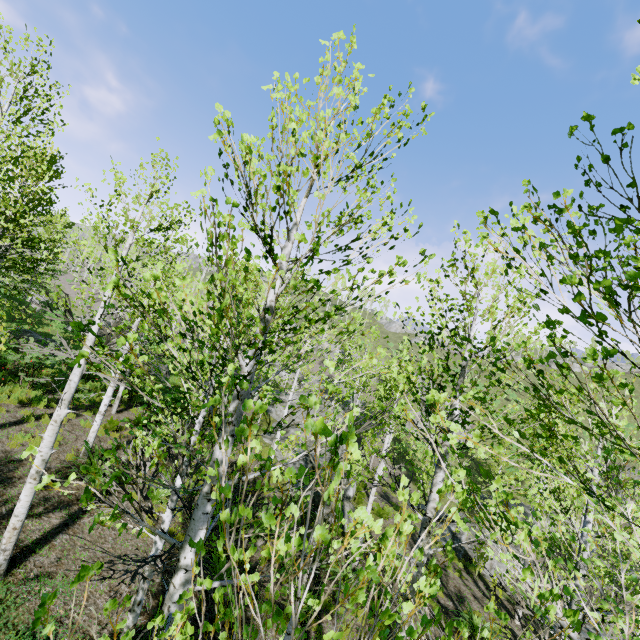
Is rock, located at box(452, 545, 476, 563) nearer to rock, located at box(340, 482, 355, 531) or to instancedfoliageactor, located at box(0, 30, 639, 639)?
instancedfoliageactor, located at box(0, 30, 639, 639)

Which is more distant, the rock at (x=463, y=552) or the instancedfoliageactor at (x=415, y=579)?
the rock at (x=463, y=552)

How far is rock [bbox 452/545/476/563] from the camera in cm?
1650

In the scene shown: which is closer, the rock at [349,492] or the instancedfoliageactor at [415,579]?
the instancedfoliageactor at [415,579]

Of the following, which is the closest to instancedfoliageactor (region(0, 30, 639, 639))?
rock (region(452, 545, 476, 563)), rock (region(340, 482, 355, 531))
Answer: rock (region(340, 482, 355, 531))

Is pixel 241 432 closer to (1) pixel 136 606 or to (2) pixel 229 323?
(2) pixel 229 323
